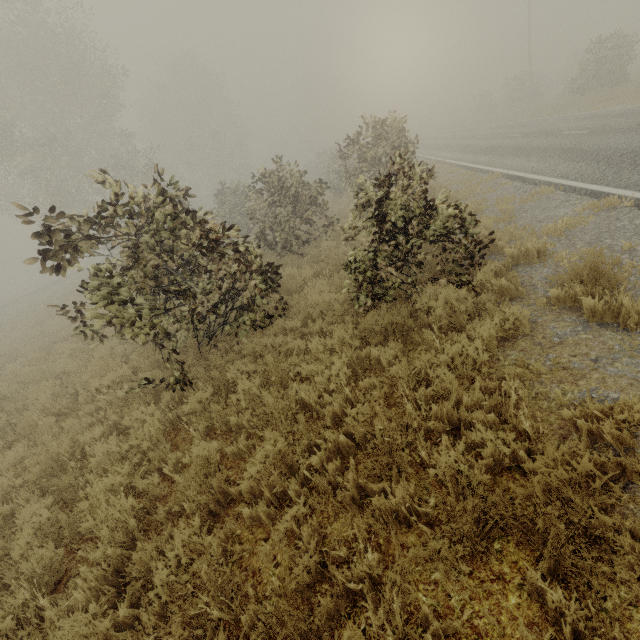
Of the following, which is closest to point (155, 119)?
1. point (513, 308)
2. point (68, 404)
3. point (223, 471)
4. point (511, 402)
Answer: point (68, 404)
